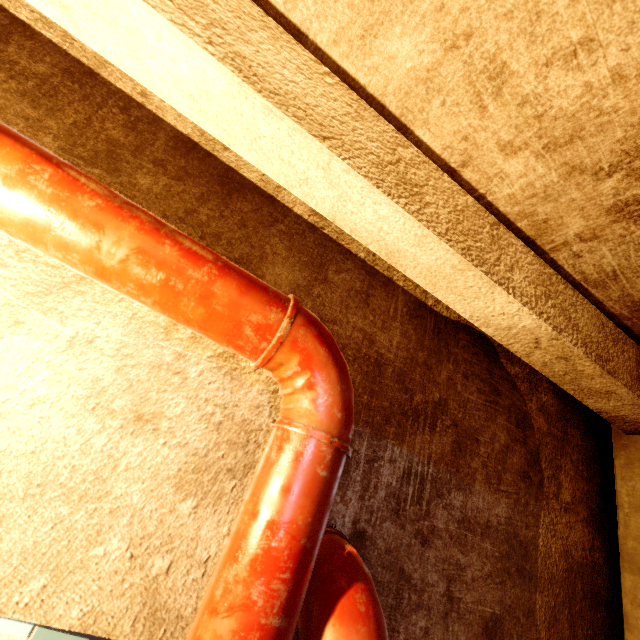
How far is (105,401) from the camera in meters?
0.8

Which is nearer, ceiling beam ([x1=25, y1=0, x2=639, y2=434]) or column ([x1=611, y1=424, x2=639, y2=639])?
ceiling beam ([x1=25, y1=0, x2=639, y2=434])

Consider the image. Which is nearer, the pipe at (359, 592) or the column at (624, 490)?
the pipe at (359, 592)

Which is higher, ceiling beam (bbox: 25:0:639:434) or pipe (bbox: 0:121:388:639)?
ceiling beam (bbox: 25:0:639:434)

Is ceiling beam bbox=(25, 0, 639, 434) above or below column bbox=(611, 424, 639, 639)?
above

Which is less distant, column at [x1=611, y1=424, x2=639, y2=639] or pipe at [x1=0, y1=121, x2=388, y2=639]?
pipe at [x1=0, y1=121, x2=388, y2=639]

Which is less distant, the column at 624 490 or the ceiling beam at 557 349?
the ceiling beam at 557 349
